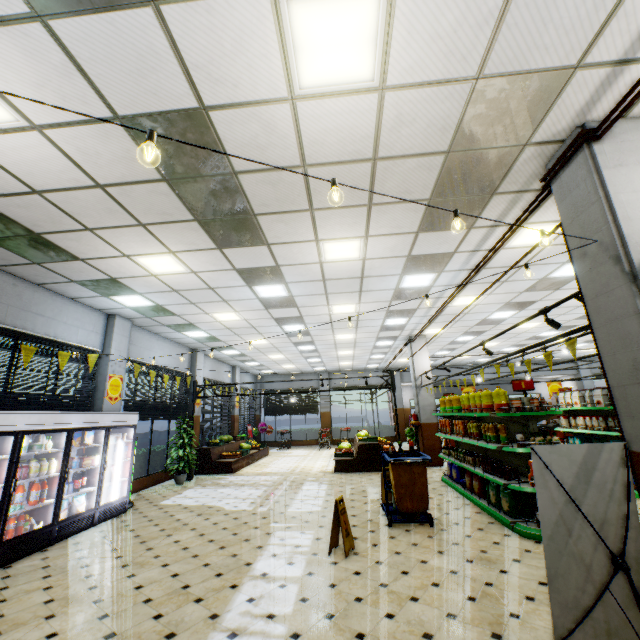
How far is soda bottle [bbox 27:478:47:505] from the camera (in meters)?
5.52

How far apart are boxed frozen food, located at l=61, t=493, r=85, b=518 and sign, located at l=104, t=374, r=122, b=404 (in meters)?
2.39

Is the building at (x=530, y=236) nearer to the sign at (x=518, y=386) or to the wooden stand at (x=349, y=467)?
the wooden stand at (x=349, y=467)

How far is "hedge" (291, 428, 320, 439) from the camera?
22.6 meters

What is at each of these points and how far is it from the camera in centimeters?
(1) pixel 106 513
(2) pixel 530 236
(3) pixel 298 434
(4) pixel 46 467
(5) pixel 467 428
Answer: (1) wall refrigerator, 705cm
(2) building, 588cm
(3) hedge, 2272cm
(4) yogurt container, 582cm
(5) frying oil, 795cm

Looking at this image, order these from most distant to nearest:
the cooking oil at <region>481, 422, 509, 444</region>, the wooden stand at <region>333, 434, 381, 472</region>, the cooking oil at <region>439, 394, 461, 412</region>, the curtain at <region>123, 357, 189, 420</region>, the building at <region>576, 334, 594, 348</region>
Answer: the building at <region>576, 334, 594, 348</region> → the wooden stand at <region>333, 434, 381, 472</region> → the curtain at <region>123, 357, 189, 420</region> → the cooking oil at <region>439, 394, 461, 412</region> → the cooking oil at <region>481, 422, 509, 444</region>

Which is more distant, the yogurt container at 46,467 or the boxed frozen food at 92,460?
the boxed frozen food at 92,460

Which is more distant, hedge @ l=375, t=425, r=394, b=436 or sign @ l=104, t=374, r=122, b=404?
hedge @ l=375, t=425, r=394, b=436
